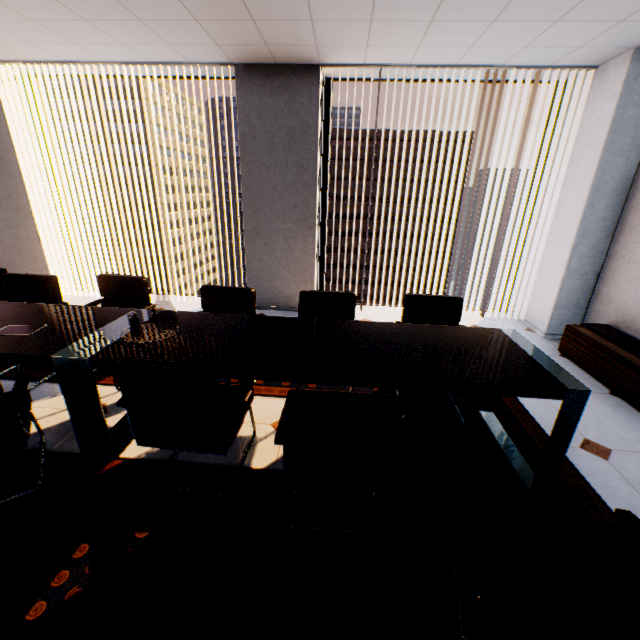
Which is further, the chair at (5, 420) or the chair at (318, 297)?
the chair at (318, 297)

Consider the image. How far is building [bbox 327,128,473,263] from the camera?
53.25m

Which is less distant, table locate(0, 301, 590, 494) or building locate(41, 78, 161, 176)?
table locate(0, 301, 590, 494)

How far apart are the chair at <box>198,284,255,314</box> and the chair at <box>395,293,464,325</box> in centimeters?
120cm

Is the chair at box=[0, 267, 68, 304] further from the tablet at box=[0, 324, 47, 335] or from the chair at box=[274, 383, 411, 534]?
the chair at box=[274, 383, 411, 534]

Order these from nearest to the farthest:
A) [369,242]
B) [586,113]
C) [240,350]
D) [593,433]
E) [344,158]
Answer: [240,350] → [593,433] → [586,113] → [344,158] → [369,242]

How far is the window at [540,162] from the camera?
4.0m

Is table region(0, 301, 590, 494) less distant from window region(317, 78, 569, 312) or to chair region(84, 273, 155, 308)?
chair region(84, 273, 155, 308)
